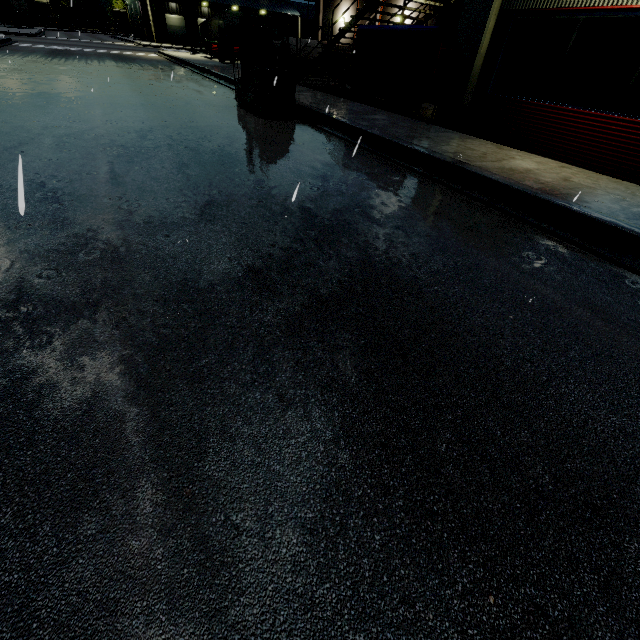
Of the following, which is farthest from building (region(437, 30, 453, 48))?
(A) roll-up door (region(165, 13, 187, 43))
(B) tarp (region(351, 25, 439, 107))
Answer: (B) tarp (region(351, 25, 439, 107))

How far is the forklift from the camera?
Result: 8.68m

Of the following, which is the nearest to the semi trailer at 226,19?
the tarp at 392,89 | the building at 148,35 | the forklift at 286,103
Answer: the building at 148,35

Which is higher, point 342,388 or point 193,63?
point 193,63

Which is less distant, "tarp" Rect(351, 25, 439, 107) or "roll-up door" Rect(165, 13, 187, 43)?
"tarp" Rect(351, 25, 439, 107)

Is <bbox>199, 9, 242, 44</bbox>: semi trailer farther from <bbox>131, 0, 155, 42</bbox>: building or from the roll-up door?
the roll-up door

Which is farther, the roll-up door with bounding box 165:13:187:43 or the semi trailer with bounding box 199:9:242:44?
the roll-up door with bounding box 165:13:187:43

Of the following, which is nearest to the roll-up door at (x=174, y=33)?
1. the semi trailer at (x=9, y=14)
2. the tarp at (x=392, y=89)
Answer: the semi trailer at (x=9, y=14)
